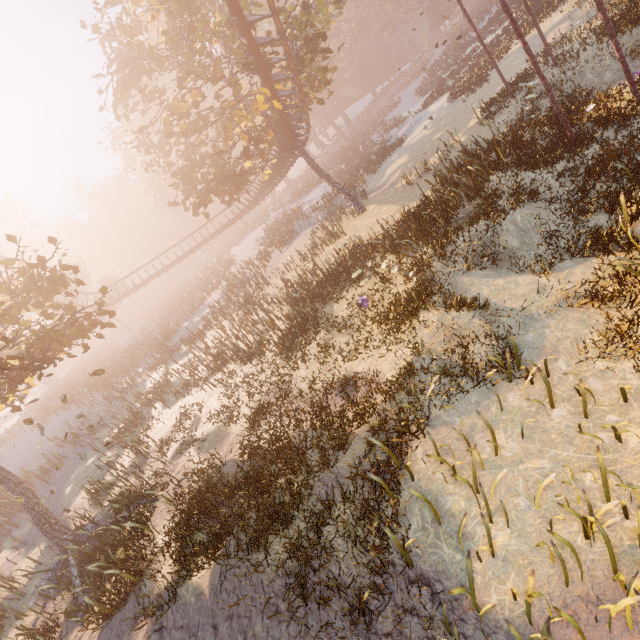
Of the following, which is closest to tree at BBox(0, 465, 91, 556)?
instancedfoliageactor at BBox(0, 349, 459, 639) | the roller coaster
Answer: the roller coaster

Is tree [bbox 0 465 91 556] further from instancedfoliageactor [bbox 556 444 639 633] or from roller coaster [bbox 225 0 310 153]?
instancedfoliageactor [bbox 556 444 639 633]

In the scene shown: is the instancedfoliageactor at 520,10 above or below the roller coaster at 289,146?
below

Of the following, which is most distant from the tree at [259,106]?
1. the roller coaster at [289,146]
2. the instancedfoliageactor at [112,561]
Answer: the instancedfoliageactor at [112,561]

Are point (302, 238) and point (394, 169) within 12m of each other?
yes

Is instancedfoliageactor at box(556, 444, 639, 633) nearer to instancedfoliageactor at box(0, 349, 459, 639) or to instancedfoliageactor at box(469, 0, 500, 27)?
instancedfoliageactor at box(0, 349, 459, 639)

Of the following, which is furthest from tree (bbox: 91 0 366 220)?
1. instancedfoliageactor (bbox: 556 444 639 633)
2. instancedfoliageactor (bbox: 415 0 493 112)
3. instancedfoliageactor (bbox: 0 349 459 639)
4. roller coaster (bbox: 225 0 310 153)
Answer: instancedfoliageactor (bbox: 0 349 459 639)

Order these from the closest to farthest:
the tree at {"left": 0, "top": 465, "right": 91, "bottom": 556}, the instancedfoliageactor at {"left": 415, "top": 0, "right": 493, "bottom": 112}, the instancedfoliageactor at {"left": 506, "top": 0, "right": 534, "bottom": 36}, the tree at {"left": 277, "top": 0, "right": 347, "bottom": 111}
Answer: the tree at {"left": 0, "top": 465, "right": 91, "bottom": 556}
the tree at {"left": 277, "top": 0, "right": 347, "bottom": 111}
the instancedfoliageactor at {"left": 506, "top": 0, "right": 534, "bottom": 36}
the instancedfoliageactor at {"left": 415, "top": 0, "right": 493, "bottom": 112}
